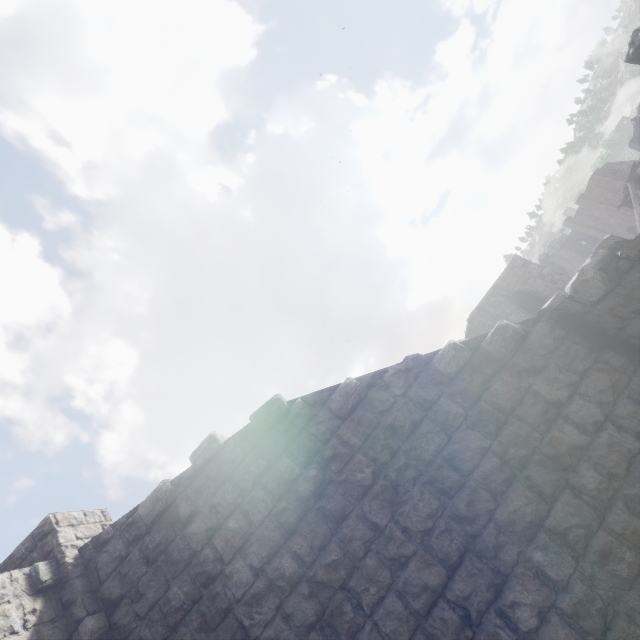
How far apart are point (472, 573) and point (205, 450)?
4.5m

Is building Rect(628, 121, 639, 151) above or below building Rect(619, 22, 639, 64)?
above

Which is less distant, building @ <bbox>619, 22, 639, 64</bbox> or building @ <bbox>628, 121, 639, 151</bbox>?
building @ <bbox>619, 22, 639, 64</bbox>

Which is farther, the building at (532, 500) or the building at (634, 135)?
the building at (634, 135)

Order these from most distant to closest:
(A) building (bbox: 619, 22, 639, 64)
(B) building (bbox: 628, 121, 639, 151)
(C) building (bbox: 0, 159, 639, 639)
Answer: (B) building (bbox: 628, 121, 639, 151), (C) building (bbox: 0, 159, 639, 639), (A) building (bbox: 619, 22, 639, 64)

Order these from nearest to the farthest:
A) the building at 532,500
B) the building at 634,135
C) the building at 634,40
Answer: the building at 634,40 < the building at 532,500 < the building at 634,135
